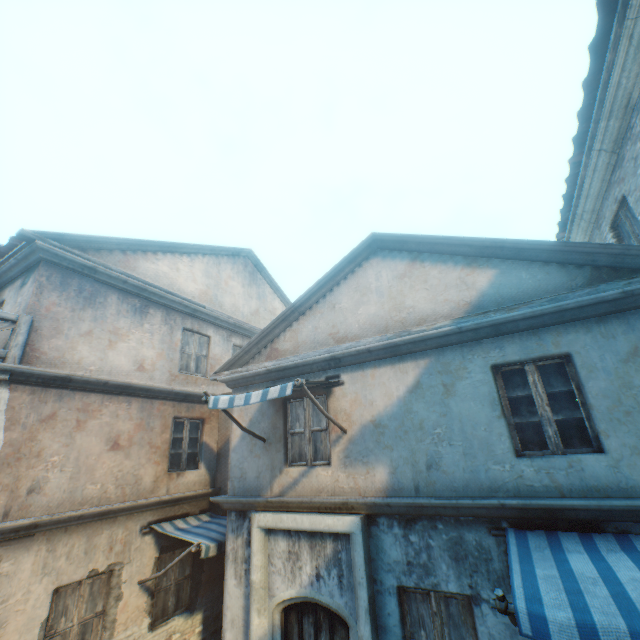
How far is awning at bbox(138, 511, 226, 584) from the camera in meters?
6.4 m

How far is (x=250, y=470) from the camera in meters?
6.7

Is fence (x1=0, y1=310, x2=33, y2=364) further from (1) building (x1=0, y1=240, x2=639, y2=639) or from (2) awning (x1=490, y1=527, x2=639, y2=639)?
(2) awning (x1=490, y1=527, x2=639, y2=639)

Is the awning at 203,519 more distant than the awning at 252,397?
Yes

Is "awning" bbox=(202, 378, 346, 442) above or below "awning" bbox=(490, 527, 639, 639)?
above

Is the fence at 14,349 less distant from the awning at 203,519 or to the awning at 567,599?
the awning at 203,519

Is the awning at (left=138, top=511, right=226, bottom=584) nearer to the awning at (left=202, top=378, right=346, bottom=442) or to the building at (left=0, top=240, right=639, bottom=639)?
the building at (left=0, top=240, right=639, bottom=639)

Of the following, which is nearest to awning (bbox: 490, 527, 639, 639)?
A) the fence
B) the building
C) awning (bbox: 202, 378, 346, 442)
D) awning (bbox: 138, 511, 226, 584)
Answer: the building
